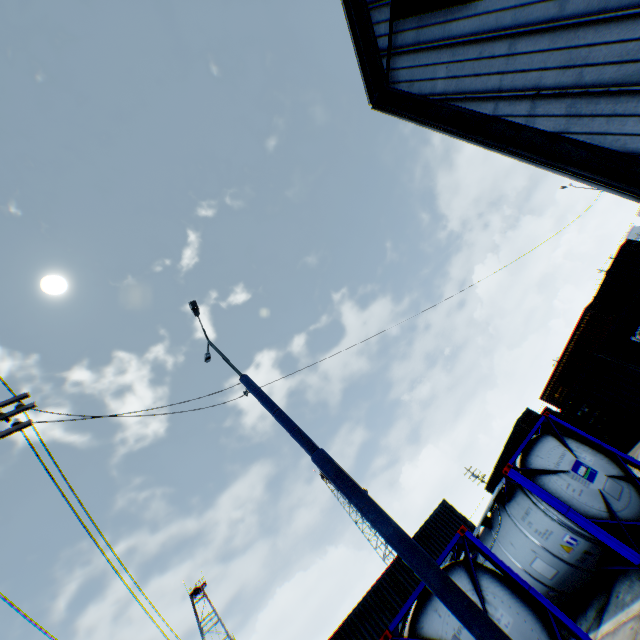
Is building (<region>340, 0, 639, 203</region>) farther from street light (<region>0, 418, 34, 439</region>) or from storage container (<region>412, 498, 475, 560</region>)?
storage container (<region>412, 498, 475, 560</region>)

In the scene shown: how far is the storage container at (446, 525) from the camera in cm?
1977

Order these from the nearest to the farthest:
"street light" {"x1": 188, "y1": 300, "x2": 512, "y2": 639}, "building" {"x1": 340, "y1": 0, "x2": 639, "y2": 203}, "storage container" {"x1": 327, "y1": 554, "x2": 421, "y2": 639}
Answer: "street light" {"x1": 188, "y1": 300, "x2": 512, "y2": 639} < "building" {"x1": 340, "y1": 0, "x2": 639, "y2": 203} < "storage container" {"x1": 327, "y1": 554, "x2": 421, "y2": 639}

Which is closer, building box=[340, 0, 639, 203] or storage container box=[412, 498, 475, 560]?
building box=[340, 0, 639, 203]

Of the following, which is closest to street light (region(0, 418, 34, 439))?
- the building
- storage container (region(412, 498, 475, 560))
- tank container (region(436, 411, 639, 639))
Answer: storage container (region(412, 498, 475, 560))

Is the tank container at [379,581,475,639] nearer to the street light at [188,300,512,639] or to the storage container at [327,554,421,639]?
the street light at [188,300,512,639]

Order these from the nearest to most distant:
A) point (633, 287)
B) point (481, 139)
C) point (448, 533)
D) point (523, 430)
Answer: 1. point (481, 139)
2. point (448, 533)
3. point (633, 287)
4. point (523, 430)

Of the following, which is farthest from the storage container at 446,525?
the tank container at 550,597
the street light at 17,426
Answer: the tank container at 550,597
